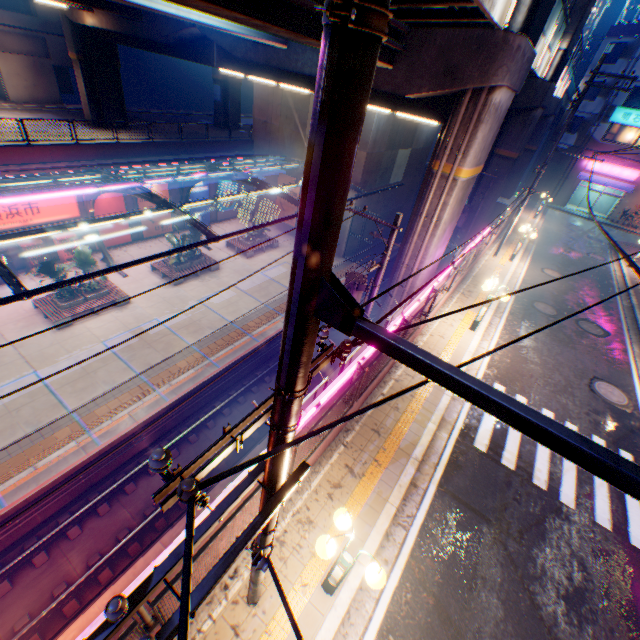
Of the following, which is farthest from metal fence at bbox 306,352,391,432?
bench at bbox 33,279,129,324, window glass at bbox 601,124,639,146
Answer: bench at bbox 33,279,129,324

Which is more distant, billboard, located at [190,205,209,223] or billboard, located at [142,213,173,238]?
billboard, located at [190,205,209,223]

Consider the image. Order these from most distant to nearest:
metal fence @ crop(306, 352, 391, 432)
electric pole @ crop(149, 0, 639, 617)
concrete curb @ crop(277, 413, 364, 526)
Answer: concrete curb @ crop(277, 413, 364, 526) < metal fence @ crop(306, 352, 391, 432) < electric pole @ crop(149, 0, 639, 617)

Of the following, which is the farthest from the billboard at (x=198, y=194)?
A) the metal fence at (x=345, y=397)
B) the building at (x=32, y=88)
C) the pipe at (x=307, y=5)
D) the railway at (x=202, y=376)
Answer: the building at (x=32, y=88)

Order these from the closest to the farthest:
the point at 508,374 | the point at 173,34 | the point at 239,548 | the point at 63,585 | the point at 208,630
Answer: the point at 239,548 < the point at 208,630 < the point at 63,585 < the point at 508,374 < the point at 173,34

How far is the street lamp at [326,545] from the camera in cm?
429

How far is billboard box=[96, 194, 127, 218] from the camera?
22.2m

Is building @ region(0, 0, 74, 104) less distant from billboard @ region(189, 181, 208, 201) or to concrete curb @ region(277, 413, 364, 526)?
billboard @ region(189, 181, 208, 201)
